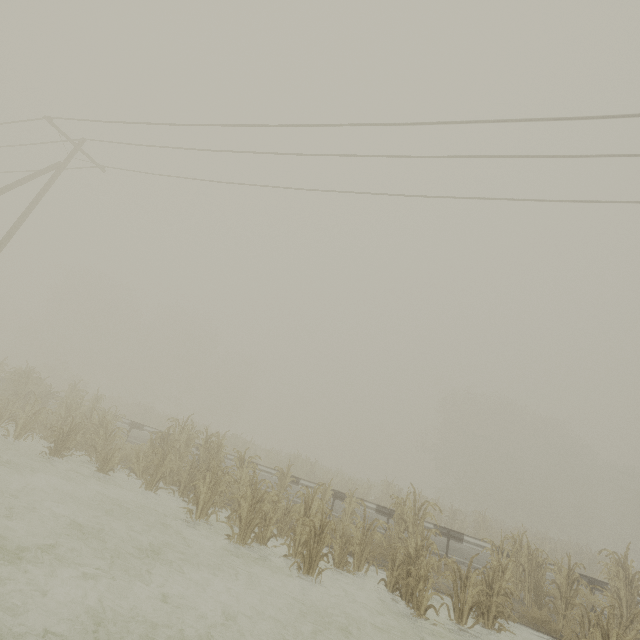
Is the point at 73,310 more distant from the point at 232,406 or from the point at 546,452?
the point at 546,452
